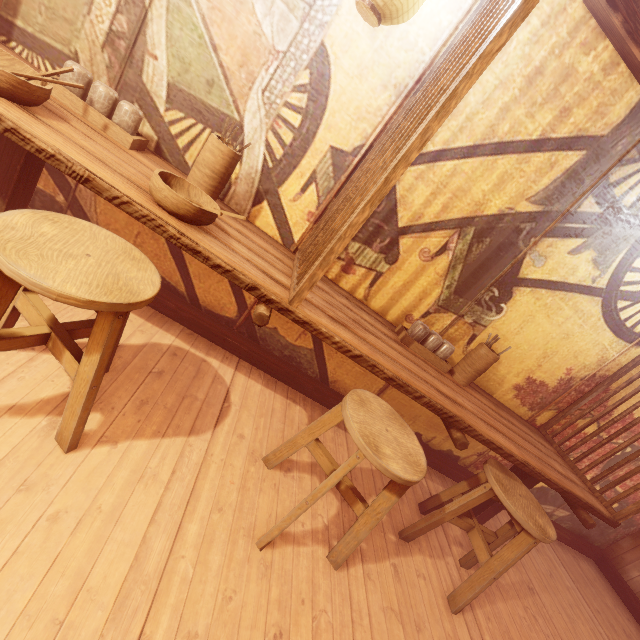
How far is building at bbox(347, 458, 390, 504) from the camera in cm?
399

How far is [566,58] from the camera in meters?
3.2 m

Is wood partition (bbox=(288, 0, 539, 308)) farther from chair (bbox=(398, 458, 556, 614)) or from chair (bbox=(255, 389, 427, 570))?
chair (bbox=(398, 458, 556, 614))

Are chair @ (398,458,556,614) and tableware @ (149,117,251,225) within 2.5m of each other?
no

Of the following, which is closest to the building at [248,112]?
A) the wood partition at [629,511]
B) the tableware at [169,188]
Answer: the wood partition at [629,511]

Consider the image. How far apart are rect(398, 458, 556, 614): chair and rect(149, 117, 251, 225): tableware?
3.6 meters

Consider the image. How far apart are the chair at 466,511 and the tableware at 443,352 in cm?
112

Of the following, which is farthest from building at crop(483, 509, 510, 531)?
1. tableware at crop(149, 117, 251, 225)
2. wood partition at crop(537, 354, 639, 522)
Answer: tableware at crop(149, 117, 251, 225)
